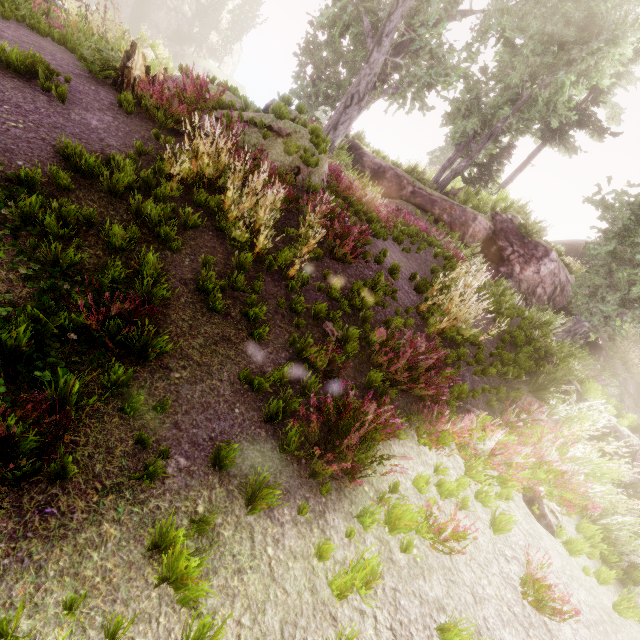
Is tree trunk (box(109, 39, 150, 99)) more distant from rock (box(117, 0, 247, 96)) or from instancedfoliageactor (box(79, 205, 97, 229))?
rock (box(117, 0, 247, 96))

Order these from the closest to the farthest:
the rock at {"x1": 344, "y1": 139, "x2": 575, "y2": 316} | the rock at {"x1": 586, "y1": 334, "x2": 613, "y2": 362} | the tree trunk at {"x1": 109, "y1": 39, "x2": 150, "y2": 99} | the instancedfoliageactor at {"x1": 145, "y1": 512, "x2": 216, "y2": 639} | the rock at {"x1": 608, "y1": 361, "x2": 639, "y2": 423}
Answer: the instancedfoliageactor at {"x1": 145, "y1": 512, "x2": 216, "y2": 639} → the tree trunk at {"x1": 109, "y1": 39, "x2": 150, "y2": 99} → the rock at {"x1": 344, "y1": 139, "x2": 575, "y2": 316} → the rock at {"x1": 608, "y1": 361, "x2": 639, "y2": 423} → the rock at {"x1": 586, "y1": 334, "x2": 613, "y2": 362}

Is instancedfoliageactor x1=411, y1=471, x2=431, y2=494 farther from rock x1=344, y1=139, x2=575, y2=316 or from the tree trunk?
the tree trunk

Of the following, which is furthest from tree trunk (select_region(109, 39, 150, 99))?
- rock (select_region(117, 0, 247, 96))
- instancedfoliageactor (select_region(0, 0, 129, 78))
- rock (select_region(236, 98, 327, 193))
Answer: rock (select_region(117, 0, 247, 96))

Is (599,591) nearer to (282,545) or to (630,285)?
(282,545)

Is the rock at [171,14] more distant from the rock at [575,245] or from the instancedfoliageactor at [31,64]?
the rock at [575,245]

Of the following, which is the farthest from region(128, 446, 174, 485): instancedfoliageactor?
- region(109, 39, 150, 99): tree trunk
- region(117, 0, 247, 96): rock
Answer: region(109, 39, 150, 99): tree trunk

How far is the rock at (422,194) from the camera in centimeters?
1709cm
